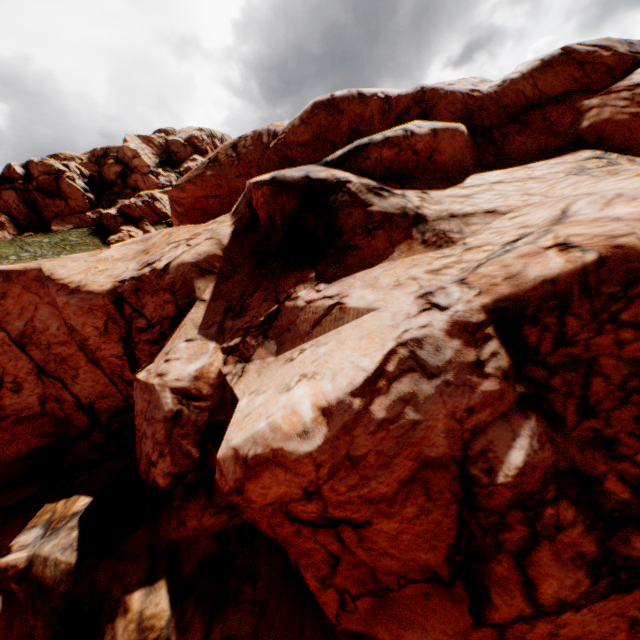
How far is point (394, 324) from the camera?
→ 8.0m
